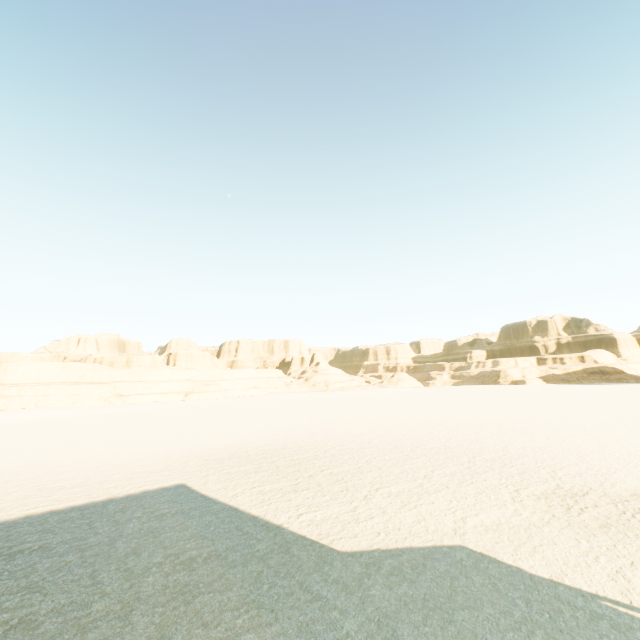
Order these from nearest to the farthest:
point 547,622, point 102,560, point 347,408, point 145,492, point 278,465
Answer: point 547,622 < point 102,560 < point 145,492 < point 278,465 < point 347,408
